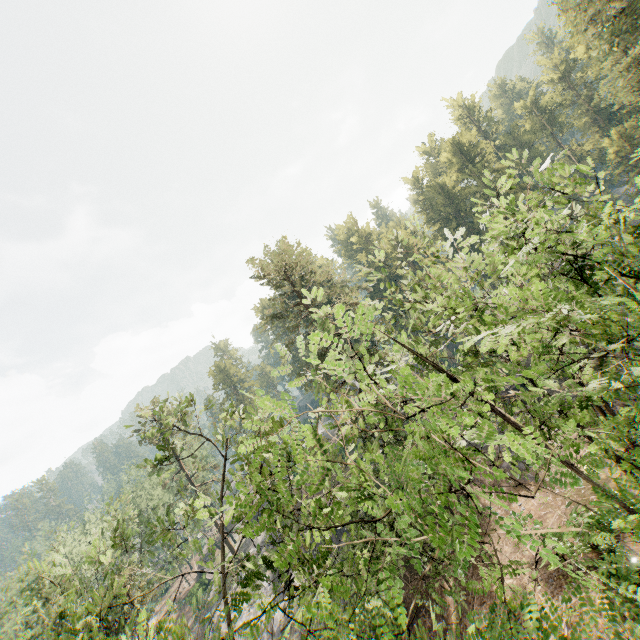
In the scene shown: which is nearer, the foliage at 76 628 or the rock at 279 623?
the foliage at 76 628

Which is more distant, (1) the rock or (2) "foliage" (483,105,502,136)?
(2) "foliage" (483,105,502,136)

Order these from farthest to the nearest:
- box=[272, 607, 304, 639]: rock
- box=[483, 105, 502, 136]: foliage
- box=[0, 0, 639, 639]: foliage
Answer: box=[483, 105, 502, 136]: foliage
box=[272, 607, 304, 639]: rock
box=[0, 0, 639, 639]: foliage

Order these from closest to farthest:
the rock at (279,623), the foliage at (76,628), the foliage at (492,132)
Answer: the foliage at (76,628) → the rock at (279,623) → the foliage at (492,132)

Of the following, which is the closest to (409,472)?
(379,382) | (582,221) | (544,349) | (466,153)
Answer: (544,349)

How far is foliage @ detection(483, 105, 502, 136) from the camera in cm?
5769

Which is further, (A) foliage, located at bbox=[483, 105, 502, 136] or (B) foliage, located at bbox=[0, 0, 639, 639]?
Result: (A) foliage, located at bbox=[483, 105, 502, 136]
